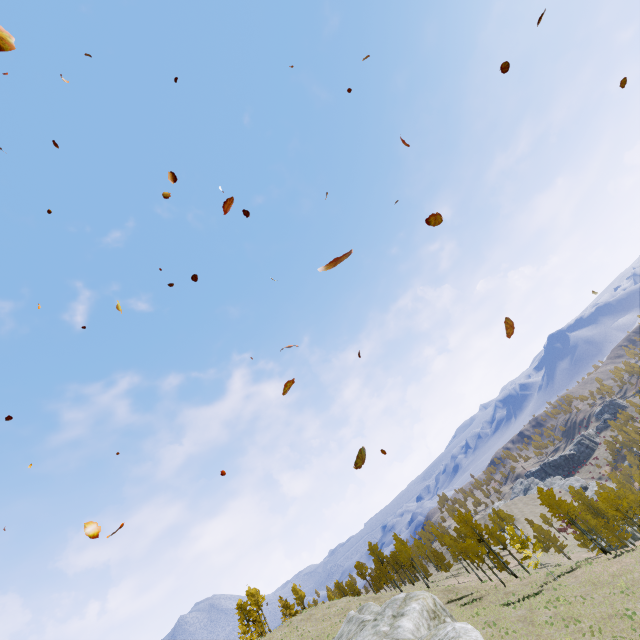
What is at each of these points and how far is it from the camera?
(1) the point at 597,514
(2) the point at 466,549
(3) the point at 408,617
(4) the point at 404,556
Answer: (1) instancedfoliageactor, 57.4m
(2) instancedfoliageactor, 55.4m
(3) rock, 12.2m
(4) instancedfoliageactor, 57.9m

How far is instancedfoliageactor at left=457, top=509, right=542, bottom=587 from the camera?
39.16m

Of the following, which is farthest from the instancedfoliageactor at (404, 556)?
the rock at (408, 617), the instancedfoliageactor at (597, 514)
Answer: the instancedfoliageactor at (597, 514)

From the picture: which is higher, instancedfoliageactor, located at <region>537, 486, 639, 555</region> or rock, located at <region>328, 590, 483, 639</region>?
rock, located at <region>328, 590, 483, 639</region>

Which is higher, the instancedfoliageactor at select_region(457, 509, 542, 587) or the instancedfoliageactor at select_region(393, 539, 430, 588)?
the instancedfoliageactor at select_region(393, 539, 430, 588)

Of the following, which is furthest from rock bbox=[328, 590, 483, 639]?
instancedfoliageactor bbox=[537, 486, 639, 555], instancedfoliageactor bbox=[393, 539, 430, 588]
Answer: instancedfoliageactor bbox=[393, 539, 430, 588]

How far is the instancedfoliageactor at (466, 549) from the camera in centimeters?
3916cm

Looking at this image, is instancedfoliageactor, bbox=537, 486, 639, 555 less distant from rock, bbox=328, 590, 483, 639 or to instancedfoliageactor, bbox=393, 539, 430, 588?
rock, bbox=328, 590, 483, 639
